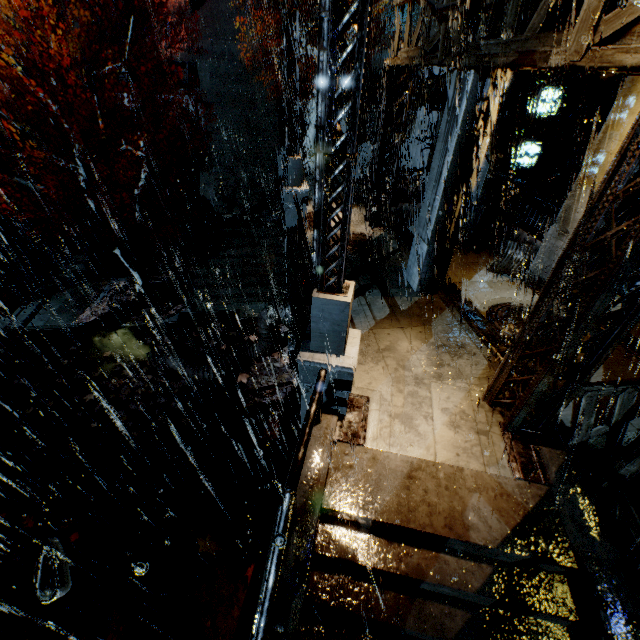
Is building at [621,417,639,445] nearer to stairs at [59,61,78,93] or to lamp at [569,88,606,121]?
stairs at [59,61,78,93]

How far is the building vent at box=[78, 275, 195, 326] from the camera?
15.5 meters

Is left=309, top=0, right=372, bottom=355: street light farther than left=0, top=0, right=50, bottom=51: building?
No

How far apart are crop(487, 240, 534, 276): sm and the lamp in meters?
5.1

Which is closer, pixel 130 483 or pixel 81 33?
pixel 130 483

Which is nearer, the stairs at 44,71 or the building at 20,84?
the building at 20,84

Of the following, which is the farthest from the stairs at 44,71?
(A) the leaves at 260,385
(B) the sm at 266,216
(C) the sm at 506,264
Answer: (C) the sm at 506,264

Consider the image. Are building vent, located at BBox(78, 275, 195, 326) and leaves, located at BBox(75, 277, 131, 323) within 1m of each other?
yes
